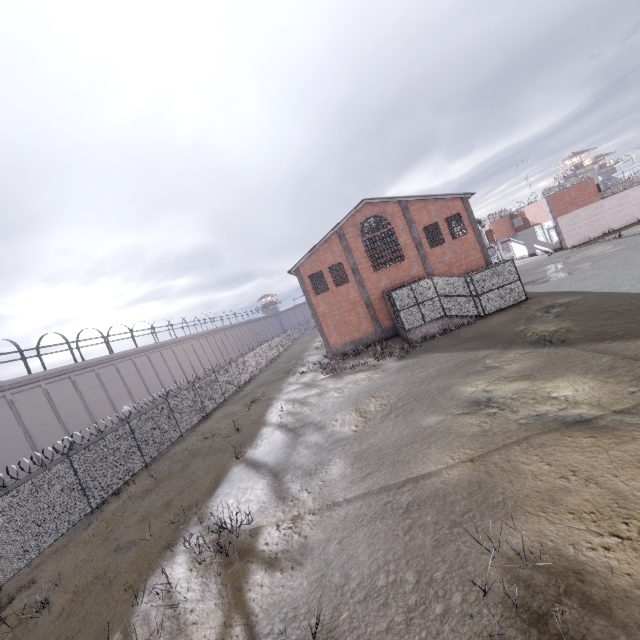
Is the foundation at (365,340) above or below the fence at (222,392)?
above

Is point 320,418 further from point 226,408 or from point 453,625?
point 226,408

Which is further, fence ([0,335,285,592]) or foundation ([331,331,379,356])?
foundation ([331,331,379,356])

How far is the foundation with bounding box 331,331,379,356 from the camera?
29.33m

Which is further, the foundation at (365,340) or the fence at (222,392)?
the foundation at (365,340)

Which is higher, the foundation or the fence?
the foundation
